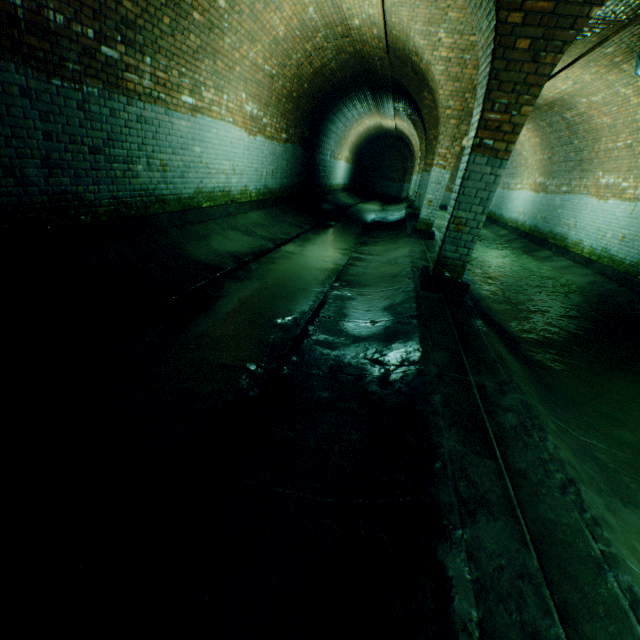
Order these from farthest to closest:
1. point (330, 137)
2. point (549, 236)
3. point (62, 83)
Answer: point (330, 137), point (549, 236), point (62, 83)
